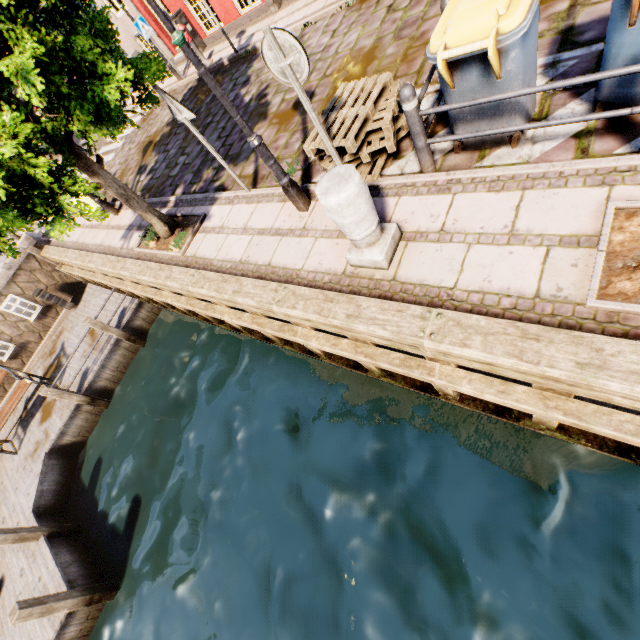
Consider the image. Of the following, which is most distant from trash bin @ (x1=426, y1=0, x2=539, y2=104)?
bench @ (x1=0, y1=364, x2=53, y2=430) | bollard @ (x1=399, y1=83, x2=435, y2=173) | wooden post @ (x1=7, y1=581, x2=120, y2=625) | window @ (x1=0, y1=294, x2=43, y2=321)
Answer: window @ (x1=0, y1=294, x2=43, y2=321)

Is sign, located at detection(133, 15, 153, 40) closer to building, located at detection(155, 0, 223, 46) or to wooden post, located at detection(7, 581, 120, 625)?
wooden post, located at detection(7, 581, 120, 625)

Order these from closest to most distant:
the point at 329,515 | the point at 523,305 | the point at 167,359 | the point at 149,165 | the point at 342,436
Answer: the point at 523,305 < the point at 329,515 < the point at 342,436 < the point at 167,359 < the point at 149,165

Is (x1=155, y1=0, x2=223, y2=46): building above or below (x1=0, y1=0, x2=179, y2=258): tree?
below

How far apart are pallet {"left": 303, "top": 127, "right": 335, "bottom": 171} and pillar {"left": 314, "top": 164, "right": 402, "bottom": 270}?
0.90m

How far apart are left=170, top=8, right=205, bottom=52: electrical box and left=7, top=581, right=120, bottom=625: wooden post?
16.4 meters

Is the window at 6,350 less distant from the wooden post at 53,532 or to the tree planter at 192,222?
the wooden post at 53,532

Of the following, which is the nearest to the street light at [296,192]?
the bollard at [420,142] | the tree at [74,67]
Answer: the tree at [74,67]
